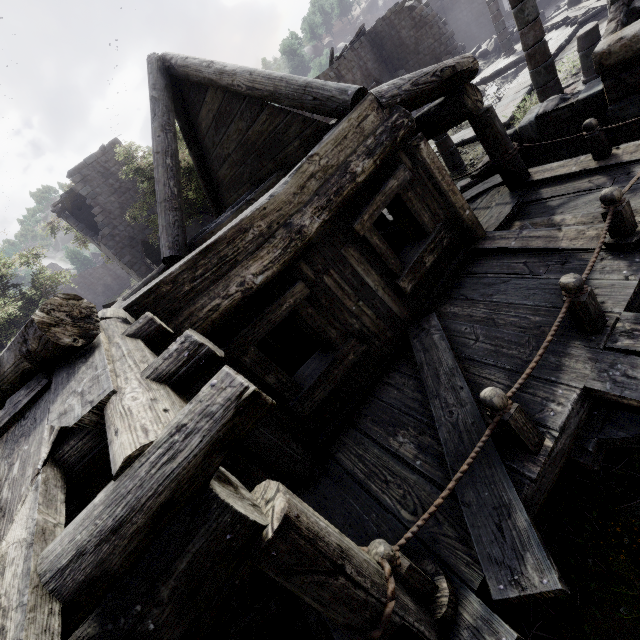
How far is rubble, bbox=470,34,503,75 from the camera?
21.5 meters

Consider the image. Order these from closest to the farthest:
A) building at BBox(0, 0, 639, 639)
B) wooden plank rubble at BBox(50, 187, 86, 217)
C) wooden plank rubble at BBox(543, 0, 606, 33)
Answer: building at BBox(0, 0, 639, 639)
wooden plank rubble at BBox(543, 0, 606, 33)
wooden plank rubble at BBox(50, 187, 86, 217)

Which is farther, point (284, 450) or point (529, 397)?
point (284, 450)

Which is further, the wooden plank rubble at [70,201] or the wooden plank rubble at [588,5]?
the wooden plank rubble at [70,201]

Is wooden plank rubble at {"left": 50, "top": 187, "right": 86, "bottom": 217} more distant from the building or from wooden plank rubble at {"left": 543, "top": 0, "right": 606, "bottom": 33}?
wooden plank rubble at {"left": 543, "top": 0, "right": 606, "bottom": 33}

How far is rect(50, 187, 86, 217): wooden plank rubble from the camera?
21.22m

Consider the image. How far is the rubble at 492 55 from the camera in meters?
21.5

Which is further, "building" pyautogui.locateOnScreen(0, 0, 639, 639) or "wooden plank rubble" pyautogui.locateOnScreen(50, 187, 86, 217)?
"wooden plank rubble" pyautogui.locateOnScreen(50, 187, 86, 217)
